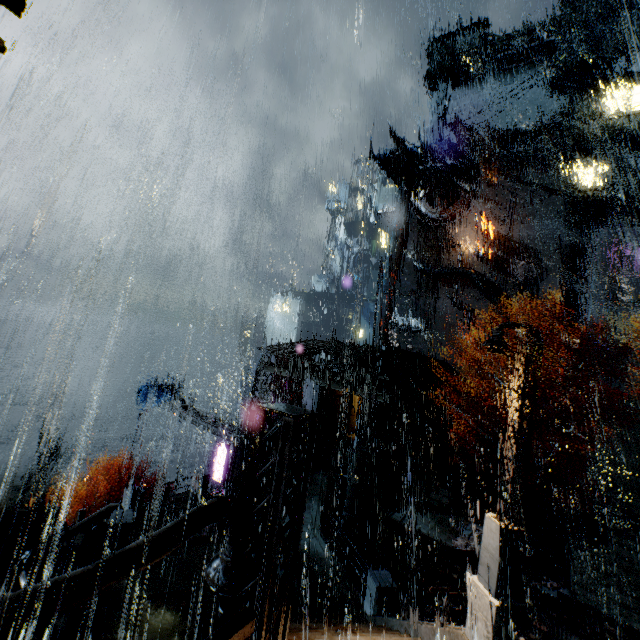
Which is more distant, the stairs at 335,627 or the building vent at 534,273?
the building vent at 534,273

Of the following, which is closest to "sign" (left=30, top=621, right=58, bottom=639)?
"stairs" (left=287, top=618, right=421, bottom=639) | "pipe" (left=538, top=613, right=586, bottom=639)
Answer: "stairs" (left=287, top=618, right=421, bottom=639)

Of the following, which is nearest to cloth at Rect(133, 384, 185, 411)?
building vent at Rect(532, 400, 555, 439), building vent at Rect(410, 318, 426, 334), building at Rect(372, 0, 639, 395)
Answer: building at Rect(372, 0, 639, 395)

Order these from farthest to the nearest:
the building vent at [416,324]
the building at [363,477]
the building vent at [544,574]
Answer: the building vent at [416,324] → the building vent at [544,574] → the building at [363,477]

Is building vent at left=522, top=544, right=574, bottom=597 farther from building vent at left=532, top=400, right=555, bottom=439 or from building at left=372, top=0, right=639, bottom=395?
building vent at left=532, top=400, right=555, bottom=439

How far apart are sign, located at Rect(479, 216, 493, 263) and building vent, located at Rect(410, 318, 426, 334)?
11.42m

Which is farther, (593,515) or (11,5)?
(593,515)

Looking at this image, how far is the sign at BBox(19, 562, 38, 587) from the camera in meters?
9.4 m
